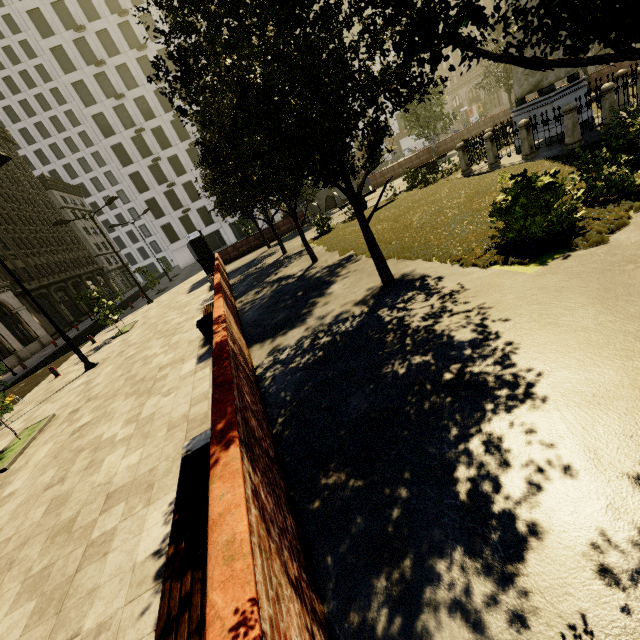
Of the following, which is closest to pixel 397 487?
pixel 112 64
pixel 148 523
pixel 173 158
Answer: pixel 148 523

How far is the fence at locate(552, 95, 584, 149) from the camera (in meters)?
10.48

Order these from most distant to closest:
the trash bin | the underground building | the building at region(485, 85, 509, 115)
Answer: the building at region(485, 85, 509, 115) → the underground building → the trash bin

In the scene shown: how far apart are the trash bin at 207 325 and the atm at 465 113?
64.62m

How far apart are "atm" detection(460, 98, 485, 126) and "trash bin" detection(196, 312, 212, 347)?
64.6m

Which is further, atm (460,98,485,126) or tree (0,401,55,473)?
atm (460,98,485,126)

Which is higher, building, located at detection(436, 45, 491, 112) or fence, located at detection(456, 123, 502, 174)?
building, located at detection(436, 45, 491, 112)

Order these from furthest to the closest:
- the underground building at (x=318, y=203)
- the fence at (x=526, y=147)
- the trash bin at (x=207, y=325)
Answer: the underground building at (x=318, y=203) < the fence at (x=526, y=147) < the trash bin at (x=207, y=325)
